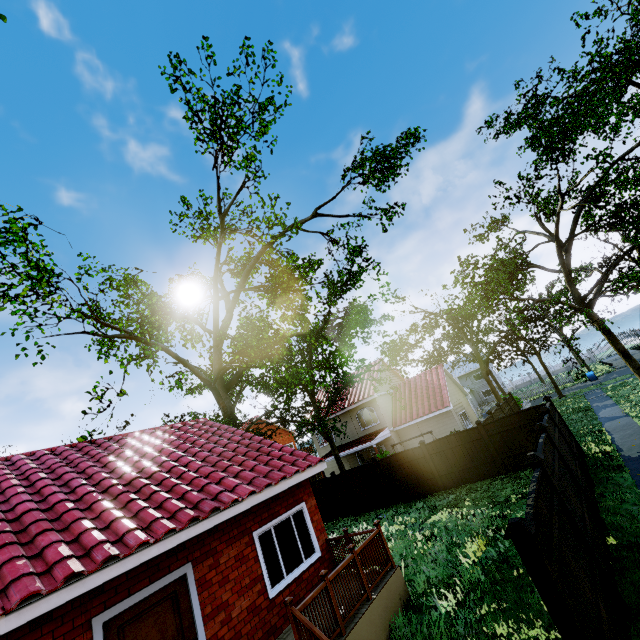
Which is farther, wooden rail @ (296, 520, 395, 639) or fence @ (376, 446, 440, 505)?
fence @ (376, 446, 440, 505)

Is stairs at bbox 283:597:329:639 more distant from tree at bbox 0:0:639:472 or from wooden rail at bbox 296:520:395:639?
tree at bbox 0:0:639:472

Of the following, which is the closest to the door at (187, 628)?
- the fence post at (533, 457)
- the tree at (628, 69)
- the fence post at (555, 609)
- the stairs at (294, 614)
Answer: the stairs at (294, 614)

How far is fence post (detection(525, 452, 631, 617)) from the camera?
5.2m

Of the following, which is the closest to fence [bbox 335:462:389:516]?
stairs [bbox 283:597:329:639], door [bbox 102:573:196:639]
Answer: stairs [bbox 283:597:329:639]

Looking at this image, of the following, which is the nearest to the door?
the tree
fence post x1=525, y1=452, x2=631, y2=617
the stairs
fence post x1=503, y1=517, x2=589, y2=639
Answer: the stairs

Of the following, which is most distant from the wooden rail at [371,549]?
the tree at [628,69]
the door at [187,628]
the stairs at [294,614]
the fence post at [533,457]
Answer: the tree at [628,69]

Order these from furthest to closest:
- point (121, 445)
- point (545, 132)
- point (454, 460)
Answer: point (454, 460) → point (545, 132) → point (121, 445)
